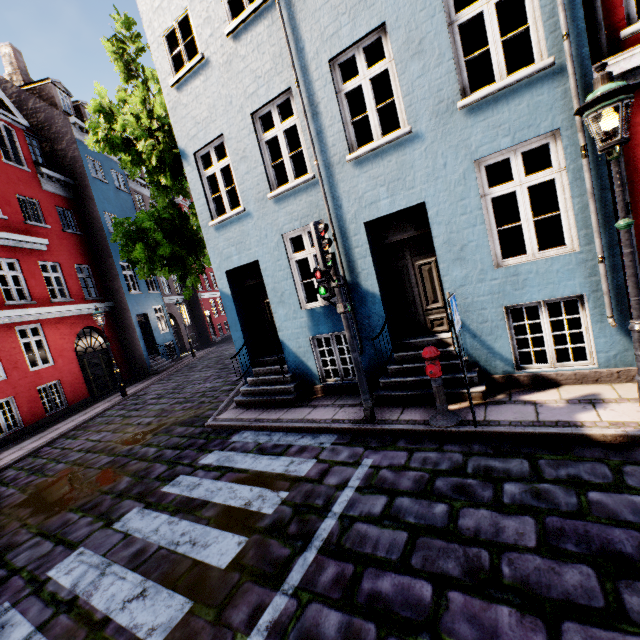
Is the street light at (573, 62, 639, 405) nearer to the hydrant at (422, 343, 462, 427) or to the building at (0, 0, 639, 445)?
the building at (0, 0, 639, 445)

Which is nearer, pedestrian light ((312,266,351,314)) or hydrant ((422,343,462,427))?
hydrant ((422,343,462,427))

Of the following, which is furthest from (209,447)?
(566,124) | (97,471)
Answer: (566,124)

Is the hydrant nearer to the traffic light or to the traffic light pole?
the traffic light pole

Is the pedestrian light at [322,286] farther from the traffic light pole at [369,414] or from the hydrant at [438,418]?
the hydrant at [438,418]

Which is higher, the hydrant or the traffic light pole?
the traffic light pole

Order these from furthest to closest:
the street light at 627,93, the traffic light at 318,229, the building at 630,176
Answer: the traffic light at 318,229 < the building at 630,176 < the street light at 627,93

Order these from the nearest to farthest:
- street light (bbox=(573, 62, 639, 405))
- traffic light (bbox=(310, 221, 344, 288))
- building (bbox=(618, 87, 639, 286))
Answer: street light (bbox=(573, 62, 639, 405))
building (bbox=(618, 87, 639, 286))
traffic light (bbox=(310, 221, 344, 288))
